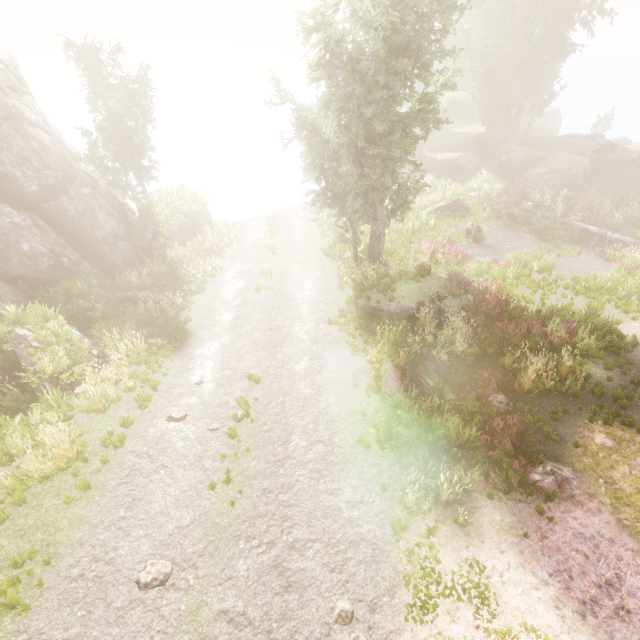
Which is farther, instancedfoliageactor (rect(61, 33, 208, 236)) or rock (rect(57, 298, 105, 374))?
instancedfoliageactor (rect(61, 33, 208, 236))

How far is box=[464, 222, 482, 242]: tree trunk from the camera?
20.3m

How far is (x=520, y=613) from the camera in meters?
5.8

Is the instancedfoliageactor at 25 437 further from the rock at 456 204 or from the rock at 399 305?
the rock at 456 204

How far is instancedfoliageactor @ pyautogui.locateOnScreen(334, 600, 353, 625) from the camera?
6.0 meters

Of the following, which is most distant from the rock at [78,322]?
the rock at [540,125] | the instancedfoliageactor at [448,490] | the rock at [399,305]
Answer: the rock at [540,125]

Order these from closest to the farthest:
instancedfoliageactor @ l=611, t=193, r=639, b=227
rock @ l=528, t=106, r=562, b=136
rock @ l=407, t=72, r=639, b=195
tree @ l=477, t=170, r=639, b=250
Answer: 1. tree @ l=477, t=170, r=639, b=250
2. instancedfoliageactor @ l=611, t=193, r=639, b=227
3. rock @ l=407, t=72, r=639, b=195
4. rock @ l=528, t=106, r=562, b=136

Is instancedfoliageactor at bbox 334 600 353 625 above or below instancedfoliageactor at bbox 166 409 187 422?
below
